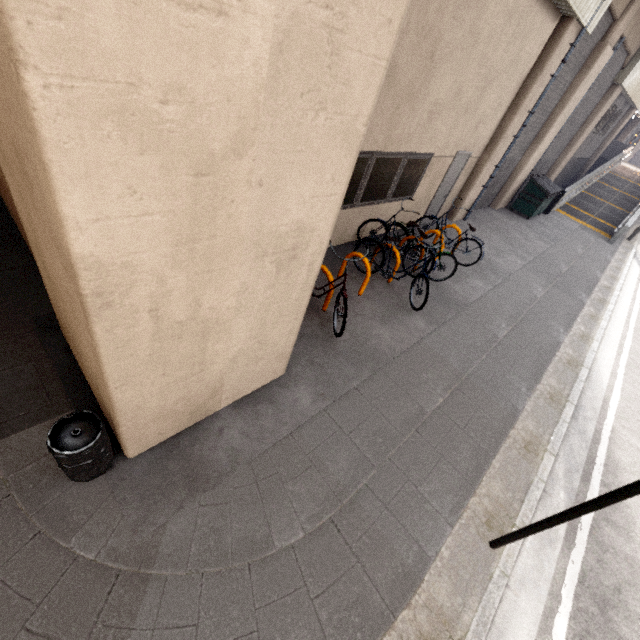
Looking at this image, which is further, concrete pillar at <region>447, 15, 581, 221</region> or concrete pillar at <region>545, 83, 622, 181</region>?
concrete pillar at <region>545, 83, 622, 181</region>

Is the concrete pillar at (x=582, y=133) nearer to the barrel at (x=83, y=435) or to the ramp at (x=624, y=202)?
the ramp at (x=624, y=202)

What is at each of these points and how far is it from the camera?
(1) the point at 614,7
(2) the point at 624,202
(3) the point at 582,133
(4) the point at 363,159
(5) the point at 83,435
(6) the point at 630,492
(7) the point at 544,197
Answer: (1) concrete pillar, 8.95m
(2) ramp, 19.20m
(3) concrete pillar, 15.27m
(4) window, 6.04m
(5) barrel, 2.65m
(6) sign, 2.37m
(7) dumpster, 12.88m

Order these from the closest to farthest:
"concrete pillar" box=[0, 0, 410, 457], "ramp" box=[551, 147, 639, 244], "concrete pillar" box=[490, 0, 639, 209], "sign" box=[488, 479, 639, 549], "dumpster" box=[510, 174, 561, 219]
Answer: "concrete pillar" box=[0, 0, 410, 457], "sign" box=[488, 479, 639, 549], "concrete pillar" box=[490, 0, 639, 209], "dumpster" box=[510, 174, 561, 219], "ramp" box=[551, 147, 639, 244]

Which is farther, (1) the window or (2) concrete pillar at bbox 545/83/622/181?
(2) concrete pillar at bbox 545/83/622/181

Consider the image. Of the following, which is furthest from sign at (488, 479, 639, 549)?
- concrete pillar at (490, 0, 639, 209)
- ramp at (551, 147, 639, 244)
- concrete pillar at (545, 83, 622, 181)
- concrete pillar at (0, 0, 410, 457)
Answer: concrete pillar at (545, 83, 622, 181)

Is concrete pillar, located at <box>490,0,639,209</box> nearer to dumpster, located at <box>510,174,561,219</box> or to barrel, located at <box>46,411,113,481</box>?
dumpster, located at <box>510,174,561,219</box>

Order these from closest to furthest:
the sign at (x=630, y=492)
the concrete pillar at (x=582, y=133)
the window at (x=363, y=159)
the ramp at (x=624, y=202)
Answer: the sign at (x=630, y=492)
the window at (x=363, y=159)
the concrete pillar at (x=582, y=133)
the ramp at (x=624, y=202)
